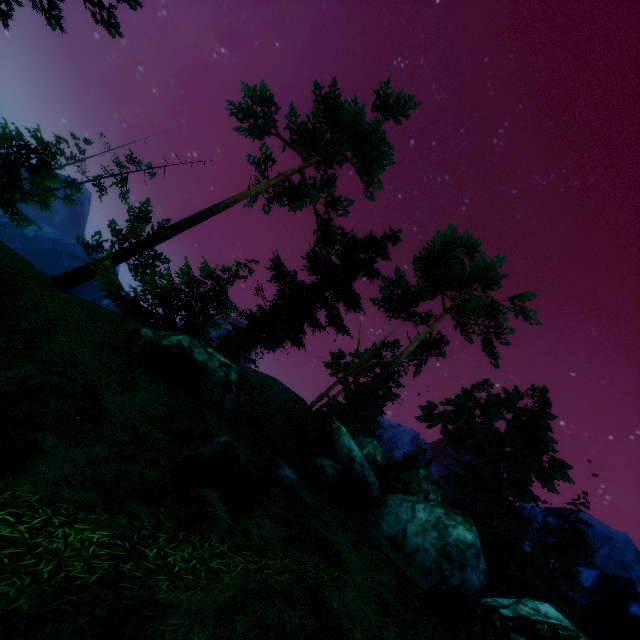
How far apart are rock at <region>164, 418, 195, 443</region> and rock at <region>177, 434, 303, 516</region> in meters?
1.2

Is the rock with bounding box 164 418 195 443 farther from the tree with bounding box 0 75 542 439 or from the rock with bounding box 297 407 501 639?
the tree with bounding box 0 75 542 439

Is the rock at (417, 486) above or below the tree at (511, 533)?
below

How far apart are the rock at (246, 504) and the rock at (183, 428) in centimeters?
119cm

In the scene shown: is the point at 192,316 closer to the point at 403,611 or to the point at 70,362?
the point at 70,362

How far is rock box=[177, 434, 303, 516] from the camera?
6.03m

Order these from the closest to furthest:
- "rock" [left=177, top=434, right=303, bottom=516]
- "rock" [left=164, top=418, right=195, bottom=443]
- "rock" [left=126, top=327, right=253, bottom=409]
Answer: "rock" [left=177, top=434, right=303, bottom=516] < "rock" [left=164, top=418, right=195, bottom=443] < "rock" [left=126, top=327, right=253, bottom=409]

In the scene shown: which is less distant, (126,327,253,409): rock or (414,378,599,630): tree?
(126,327,253,409): rock
